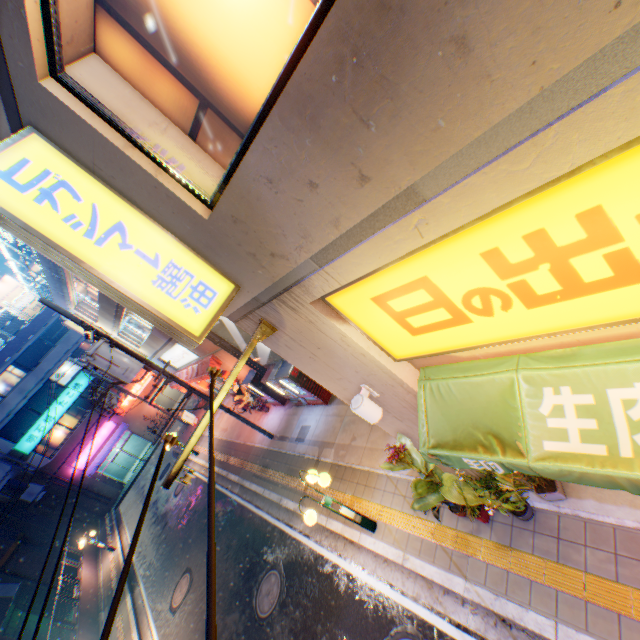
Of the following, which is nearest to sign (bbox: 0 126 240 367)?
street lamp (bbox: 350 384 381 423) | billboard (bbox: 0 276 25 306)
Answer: street lamp (bbox: 350 384 381 423)

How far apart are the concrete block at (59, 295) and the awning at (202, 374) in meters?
7.9 m

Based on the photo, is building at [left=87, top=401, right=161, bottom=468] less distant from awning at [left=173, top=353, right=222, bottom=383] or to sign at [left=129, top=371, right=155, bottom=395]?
sign at [left=129, top=371, right=155, bottom=395]

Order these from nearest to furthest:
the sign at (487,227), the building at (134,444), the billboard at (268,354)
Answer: the sign at (487,227) → the billboard at (268,354) → the building at (134,444)

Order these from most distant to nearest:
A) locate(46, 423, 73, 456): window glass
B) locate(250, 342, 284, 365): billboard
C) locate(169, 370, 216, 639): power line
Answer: locate(46, 423, 73, 456): window glass
locate(250, 342, 284, 365): billboard
locate(169, 370, 216, 639): power line

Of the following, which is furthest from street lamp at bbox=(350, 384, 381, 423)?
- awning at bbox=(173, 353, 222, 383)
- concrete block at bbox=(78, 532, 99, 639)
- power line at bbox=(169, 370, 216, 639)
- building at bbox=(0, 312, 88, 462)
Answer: building at bbox=(0, 312, 88, 462)

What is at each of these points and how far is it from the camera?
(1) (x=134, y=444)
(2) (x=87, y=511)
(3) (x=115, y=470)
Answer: (1) building, 35.0m
(2) building, 30.1m
(3) building, 33.6m

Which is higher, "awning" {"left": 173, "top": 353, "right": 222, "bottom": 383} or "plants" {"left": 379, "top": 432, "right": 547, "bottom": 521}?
"awning" {"left": 173, "top": 353, "right": 222, "bottom": 383}
